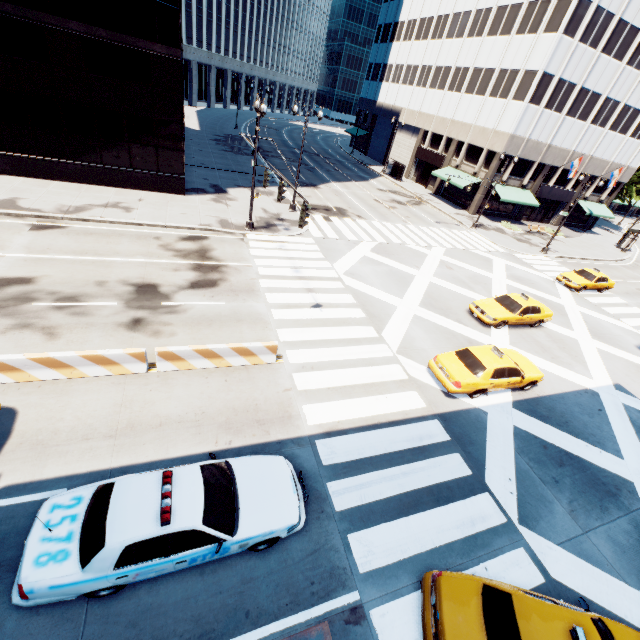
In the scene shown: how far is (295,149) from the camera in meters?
52.2 m

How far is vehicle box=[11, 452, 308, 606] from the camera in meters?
5.5 m

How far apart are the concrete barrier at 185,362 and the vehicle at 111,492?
3.83m

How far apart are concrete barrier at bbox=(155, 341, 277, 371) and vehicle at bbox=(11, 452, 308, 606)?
3.8 meters

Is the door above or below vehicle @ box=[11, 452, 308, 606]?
above

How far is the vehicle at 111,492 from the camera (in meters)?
5.54

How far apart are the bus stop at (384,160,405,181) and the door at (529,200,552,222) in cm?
1818

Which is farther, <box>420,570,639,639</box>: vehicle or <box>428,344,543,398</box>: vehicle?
<box>428,344,543,398</box>: vehicle
